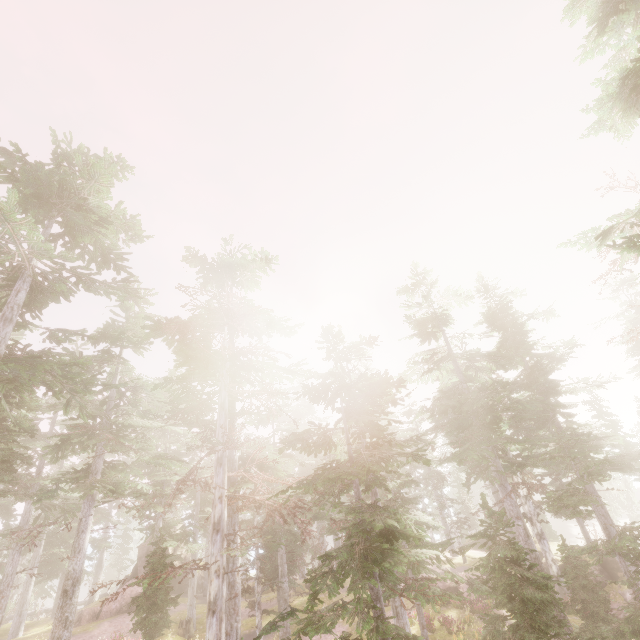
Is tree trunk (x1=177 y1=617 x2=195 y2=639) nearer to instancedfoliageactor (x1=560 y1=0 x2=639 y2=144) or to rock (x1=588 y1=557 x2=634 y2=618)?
instancedfoliageactor (x1=560 y1=0 x2=639 y2=144)

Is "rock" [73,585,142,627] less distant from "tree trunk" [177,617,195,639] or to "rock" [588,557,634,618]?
"tree trunk" [177,617,195,639]

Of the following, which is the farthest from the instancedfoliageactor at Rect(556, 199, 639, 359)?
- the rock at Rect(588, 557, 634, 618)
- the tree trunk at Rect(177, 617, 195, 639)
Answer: the tree trunk at Rect(177, 617, 195, 639)

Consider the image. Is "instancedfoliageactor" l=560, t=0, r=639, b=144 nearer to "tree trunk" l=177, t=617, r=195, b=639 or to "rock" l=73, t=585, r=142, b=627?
"rock" l=73, t=585, r=142, b=627

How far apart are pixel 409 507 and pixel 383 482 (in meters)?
23.51

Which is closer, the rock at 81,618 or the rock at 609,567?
the rock at 609,567

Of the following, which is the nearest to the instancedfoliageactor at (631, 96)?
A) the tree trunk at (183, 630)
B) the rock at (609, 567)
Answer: the rock at (609, 567)
